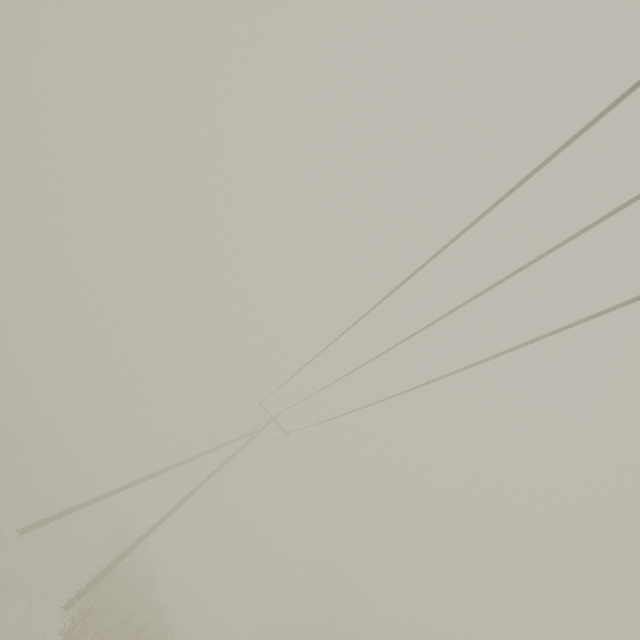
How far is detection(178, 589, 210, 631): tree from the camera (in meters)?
55.06

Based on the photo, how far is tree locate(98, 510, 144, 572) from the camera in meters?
25.7 m

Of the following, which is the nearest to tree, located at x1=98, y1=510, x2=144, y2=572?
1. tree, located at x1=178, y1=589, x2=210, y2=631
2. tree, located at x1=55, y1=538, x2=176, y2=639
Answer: tree, located at x1=55, y1=538, x2=176, y2=639

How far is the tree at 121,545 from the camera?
25.7 meters

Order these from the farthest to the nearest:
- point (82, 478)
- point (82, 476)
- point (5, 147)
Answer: point (5, 147) → point (82, 476) → point (82, 478)

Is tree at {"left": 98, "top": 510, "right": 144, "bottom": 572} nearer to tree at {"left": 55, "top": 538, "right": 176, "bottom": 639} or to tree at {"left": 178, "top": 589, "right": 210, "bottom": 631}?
tree at {"left": 55, "top": 538, "right": 176, "bottom": 639}

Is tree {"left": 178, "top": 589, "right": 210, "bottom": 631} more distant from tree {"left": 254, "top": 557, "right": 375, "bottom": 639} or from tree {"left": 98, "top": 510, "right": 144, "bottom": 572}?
tree {"left": 98, "top": 510, "right": 144, "bottom": 572}

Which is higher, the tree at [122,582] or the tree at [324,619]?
the tree at [324,619]
